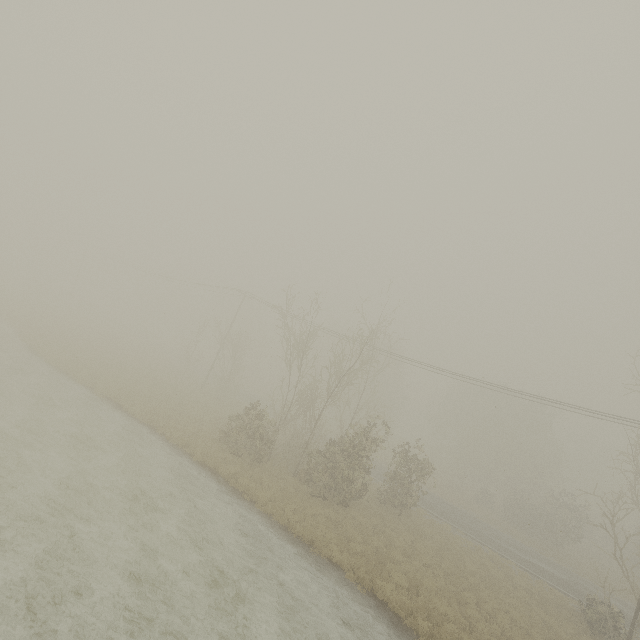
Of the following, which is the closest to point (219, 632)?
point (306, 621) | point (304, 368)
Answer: point (306, 621)

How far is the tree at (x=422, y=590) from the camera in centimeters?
1401cm

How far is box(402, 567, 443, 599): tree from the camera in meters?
14.0
